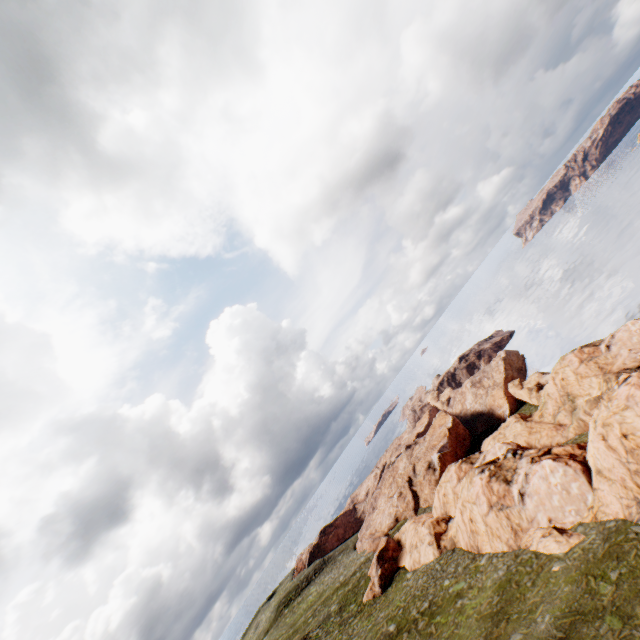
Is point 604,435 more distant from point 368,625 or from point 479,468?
point 368,625
